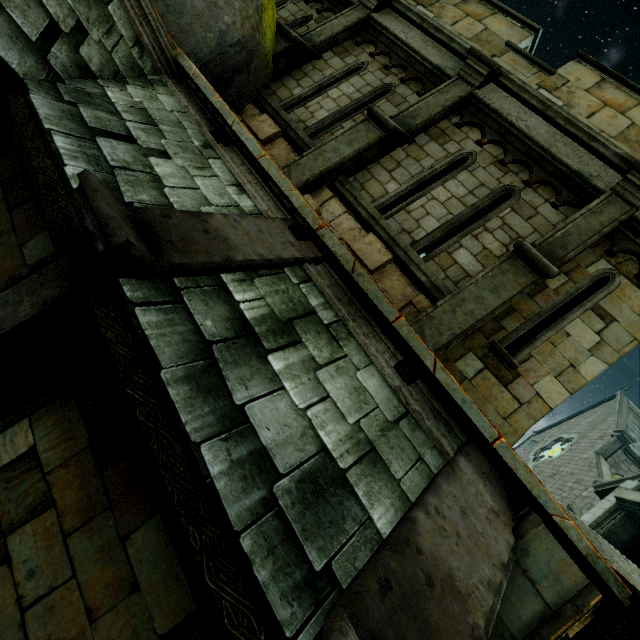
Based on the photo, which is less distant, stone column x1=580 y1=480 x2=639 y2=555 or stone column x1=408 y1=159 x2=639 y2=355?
stone column x1=408 y1=159 x2=639 y2=355

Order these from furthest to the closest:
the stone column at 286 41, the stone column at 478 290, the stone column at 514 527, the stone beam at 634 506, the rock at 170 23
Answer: the stone beam at 634 506, the stone column at 286 41, the rock at 170 23, the stone column at 478 290, the stone column at 514 527

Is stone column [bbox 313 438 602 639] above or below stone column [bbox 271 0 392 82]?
below

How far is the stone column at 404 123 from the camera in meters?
5.5

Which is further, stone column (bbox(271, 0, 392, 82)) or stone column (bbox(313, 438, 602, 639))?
stone column (bbox(271, 0, 392, 82))

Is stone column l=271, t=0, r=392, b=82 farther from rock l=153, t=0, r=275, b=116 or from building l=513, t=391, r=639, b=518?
building l=513, t=391, r=639, b=518

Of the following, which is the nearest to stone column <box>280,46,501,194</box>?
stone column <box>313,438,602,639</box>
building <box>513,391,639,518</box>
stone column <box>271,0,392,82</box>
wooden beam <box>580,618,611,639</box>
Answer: stone column <box>271,0,392,82</box>

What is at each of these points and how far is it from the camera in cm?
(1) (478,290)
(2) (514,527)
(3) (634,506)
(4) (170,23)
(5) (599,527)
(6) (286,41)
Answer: (1) stone column, 449
(2) stone column, 239
(3) stone beam, 815
(4) rock, 514
(5) stone column, 846
(6) stone column, 668
